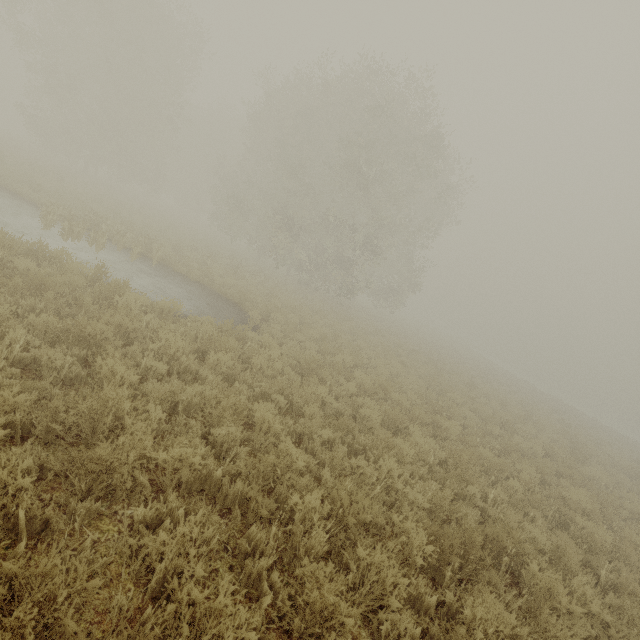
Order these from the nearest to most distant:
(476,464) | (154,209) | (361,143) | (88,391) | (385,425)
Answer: (88,391), (476,464), (385,425), (361,143), (154,209)
